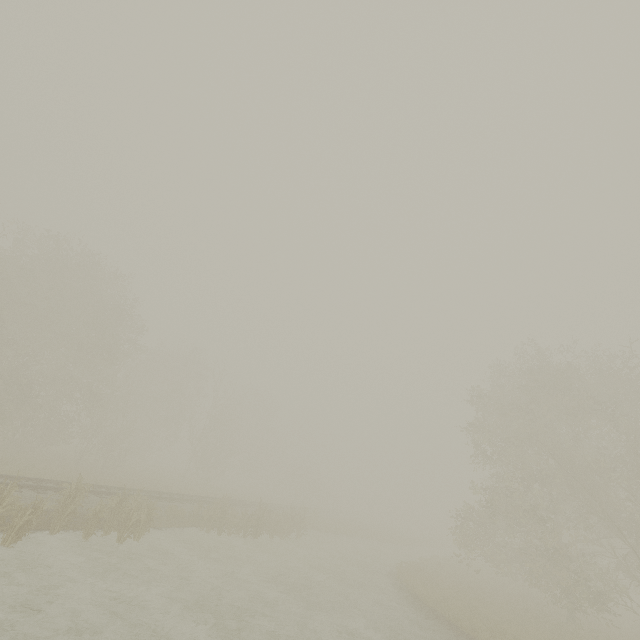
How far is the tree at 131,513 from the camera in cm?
1220

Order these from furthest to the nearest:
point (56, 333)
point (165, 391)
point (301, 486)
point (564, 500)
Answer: point (301, 486) → point (165, 391) → point (56, 333) → point (564, 500)

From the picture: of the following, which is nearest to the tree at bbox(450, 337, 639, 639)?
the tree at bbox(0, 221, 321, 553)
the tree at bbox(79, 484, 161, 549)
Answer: the tree at bbox(0, 221, 321, 553)

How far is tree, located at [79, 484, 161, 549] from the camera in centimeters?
1220cm

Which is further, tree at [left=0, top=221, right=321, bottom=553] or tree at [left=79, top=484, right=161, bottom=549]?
tree at [left=0, top=221, right=321, bottom=553]

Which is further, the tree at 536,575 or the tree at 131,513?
the tree at 536,575

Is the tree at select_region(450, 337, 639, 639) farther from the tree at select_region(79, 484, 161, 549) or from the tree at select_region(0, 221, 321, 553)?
the tree at select_region(79, 484, 161, 549)
